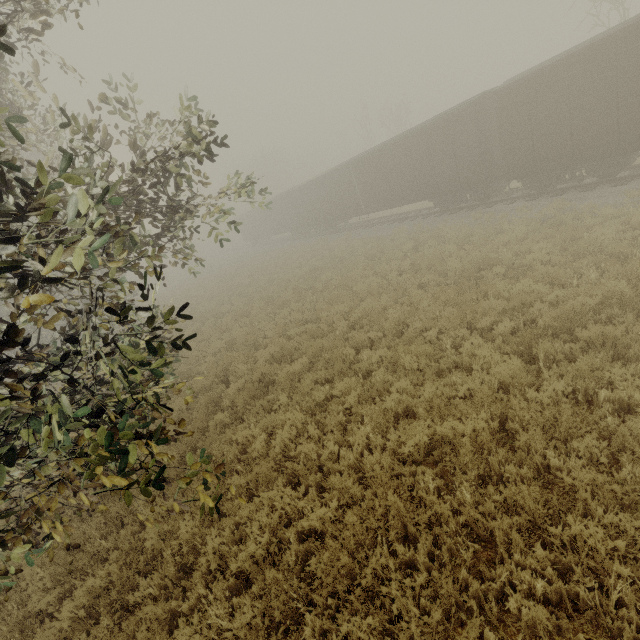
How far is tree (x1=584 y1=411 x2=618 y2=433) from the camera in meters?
4.2

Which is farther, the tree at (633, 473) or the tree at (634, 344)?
the tree at (634, 344)

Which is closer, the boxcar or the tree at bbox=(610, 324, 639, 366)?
the tree at bbox=(610, 324, 639, 366)

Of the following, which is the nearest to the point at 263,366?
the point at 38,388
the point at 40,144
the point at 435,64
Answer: the point at 38,388

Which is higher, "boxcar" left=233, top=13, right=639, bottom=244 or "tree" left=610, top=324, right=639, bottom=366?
"boxcar" left=233, top=13, right=639, bottom=244

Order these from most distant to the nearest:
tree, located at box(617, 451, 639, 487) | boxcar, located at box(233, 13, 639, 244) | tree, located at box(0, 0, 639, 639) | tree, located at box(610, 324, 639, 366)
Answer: boxcar, located at box(233, 13, 639, 244)
tree, located at box(610, 324, 639, 366)
tree, located at box(617, 451, 639, 487)
tree, located at box(0, 0, 639, 639)
